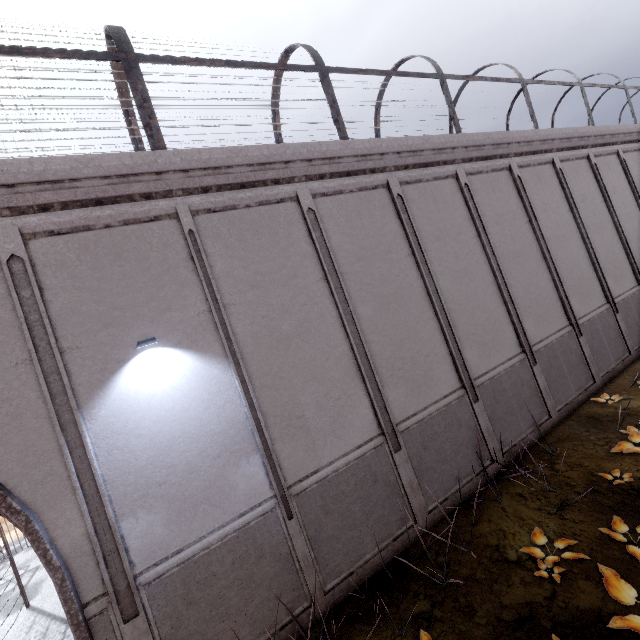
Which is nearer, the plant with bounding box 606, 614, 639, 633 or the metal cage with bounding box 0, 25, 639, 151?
the plant with bounding box 606, 614, 639, 633

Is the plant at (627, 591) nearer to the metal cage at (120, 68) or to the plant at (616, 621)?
the plant at (616, 621)

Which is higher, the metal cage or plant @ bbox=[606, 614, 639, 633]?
the metal cage

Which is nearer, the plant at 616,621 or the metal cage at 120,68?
the plant at 616,621

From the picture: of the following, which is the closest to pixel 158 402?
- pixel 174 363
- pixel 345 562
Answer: pixel 174 363

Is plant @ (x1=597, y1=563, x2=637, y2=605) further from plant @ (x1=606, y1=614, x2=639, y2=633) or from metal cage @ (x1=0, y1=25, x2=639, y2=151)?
metal cage @ (x1=0, y1=25, x2=639, y2=151)

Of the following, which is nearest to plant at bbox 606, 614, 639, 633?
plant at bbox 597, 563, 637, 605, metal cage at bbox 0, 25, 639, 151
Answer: plant at bbox 597, 563, 637, 605
